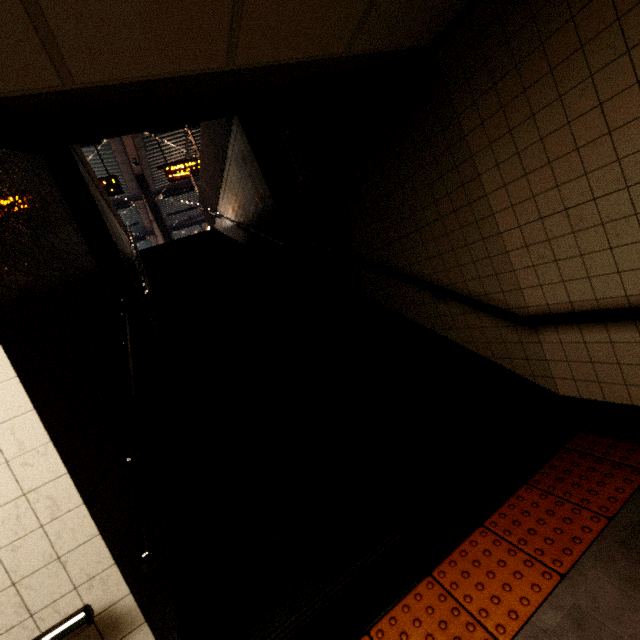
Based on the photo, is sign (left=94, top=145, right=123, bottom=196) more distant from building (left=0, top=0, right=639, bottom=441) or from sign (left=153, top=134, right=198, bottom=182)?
building (left=0, top=0, right=639, bottom=441)

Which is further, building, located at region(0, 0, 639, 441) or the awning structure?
the awning structure

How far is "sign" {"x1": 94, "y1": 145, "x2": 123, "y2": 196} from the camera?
9.7 meters

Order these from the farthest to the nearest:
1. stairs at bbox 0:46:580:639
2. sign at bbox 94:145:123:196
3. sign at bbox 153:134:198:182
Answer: sign at bbox 153:134:198:182
sign at bbox 94:145:123:196
stairs at bbox 0:46:580:639

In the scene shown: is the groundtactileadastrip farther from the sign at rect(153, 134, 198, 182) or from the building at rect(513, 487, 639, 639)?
the sign at rect(153, 134, 198, 182)

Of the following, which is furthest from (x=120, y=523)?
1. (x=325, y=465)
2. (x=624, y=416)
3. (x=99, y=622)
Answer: (x=624, y=416)

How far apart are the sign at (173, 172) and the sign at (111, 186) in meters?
1.4

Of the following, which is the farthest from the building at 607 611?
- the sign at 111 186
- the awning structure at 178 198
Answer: the sign at 111 186
